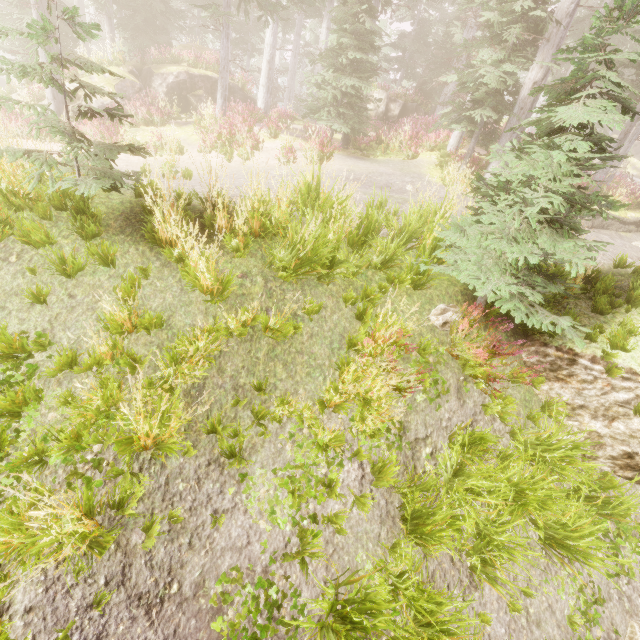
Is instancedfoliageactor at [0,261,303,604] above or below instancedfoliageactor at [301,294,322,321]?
below

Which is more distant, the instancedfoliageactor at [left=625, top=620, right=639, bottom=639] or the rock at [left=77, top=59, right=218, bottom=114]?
the rock at [left=77, top=59, right=218, bottom=114]

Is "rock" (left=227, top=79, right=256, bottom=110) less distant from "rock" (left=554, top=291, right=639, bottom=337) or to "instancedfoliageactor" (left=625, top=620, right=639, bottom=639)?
"instancedfoliageactor" (left=625, top=620, right=639, bottom=639)

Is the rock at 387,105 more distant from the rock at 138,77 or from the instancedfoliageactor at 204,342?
the rock at 138,77

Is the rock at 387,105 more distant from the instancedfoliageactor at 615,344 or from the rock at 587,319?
the rock at 587,319

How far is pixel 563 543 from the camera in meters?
4.1 m

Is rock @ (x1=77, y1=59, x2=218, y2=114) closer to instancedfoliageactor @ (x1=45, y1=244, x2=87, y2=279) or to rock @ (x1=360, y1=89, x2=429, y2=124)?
instancedfoliageactor @ (x1=45, y1=244, x2=87, y2=279)
